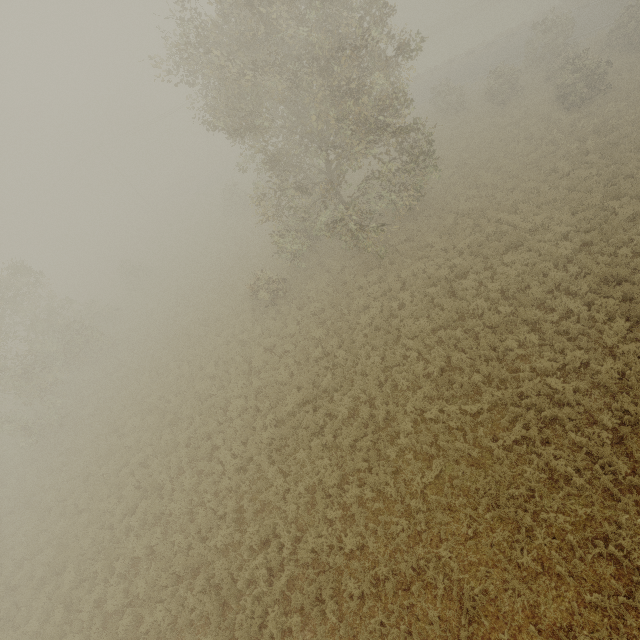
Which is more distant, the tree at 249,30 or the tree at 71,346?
the tree at 71,346

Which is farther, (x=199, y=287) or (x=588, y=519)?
(x=199, y=287)

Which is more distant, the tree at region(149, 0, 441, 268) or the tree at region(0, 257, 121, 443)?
the tree at region(0, 257, 121, 443)
